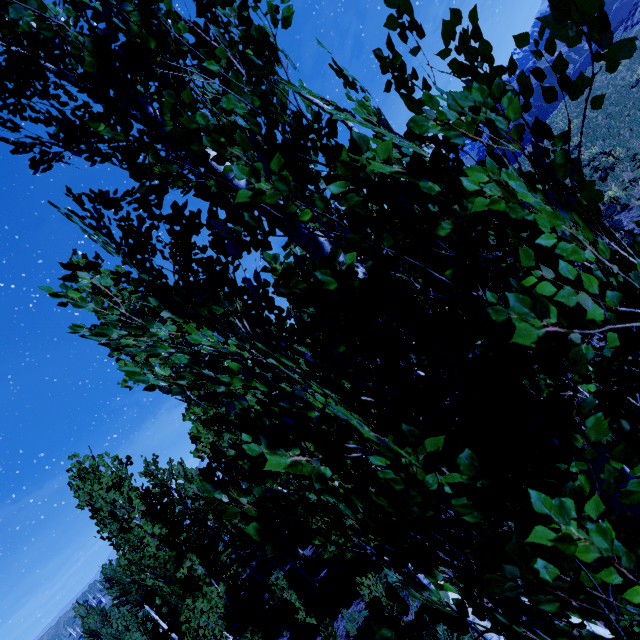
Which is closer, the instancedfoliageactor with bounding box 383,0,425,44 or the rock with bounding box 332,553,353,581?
the instancedfoliageactor with bounding box 383,0,425,44

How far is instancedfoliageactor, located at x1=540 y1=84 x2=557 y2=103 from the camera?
1.0m

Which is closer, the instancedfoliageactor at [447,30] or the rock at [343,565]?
the instancedfoliageactor at [447,30]

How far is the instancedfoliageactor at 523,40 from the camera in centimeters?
91cm

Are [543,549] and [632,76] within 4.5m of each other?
no

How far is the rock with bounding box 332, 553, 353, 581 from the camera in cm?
1383
